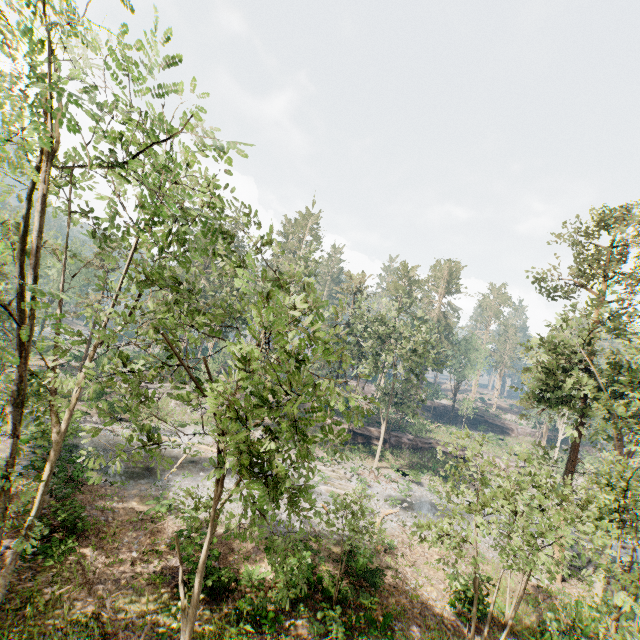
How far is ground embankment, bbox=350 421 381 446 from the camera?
43.5 meters

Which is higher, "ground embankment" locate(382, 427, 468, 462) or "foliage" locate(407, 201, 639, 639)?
"foliage" locate(407, 201, 639, 639)

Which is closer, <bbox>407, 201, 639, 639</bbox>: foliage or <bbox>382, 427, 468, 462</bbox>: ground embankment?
<bbox>407, 201, 639, 639</bbox>: foliage

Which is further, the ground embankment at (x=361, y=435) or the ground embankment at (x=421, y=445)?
the ground embankment at (x=421, y=445)

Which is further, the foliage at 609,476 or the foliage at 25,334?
the foliage at 609,476

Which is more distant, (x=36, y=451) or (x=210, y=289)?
(x=210, y=289)
